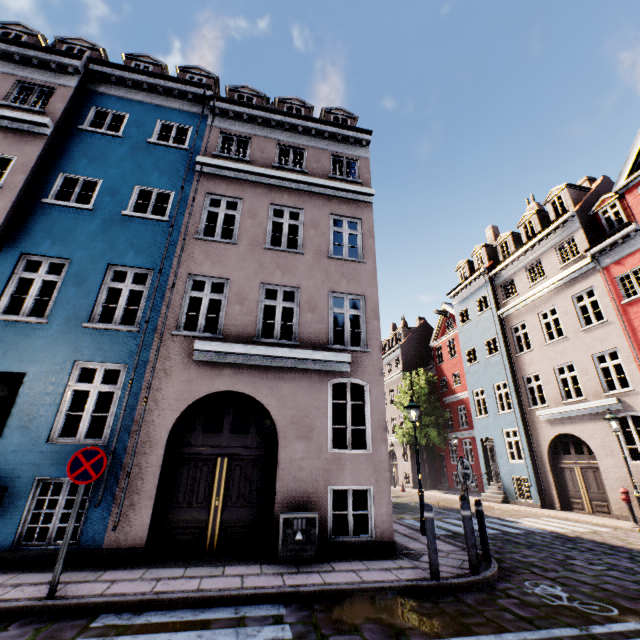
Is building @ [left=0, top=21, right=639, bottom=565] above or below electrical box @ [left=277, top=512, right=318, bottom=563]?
above

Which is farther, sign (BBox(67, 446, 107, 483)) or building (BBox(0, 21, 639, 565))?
building (BBox(0, 21, 639, 565))

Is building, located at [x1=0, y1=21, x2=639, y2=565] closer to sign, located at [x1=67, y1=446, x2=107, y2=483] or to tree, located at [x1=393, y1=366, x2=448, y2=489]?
sign, located at [x1=67, y1=446, x2=107, y2=483]

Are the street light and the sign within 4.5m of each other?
no

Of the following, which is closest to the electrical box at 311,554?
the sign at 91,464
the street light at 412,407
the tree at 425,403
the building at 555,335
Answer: the building at 555,335

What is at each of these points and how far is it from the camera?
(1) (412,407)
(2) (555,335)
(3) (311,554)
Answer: (1) street light, 10.3m
(2) building, 16.3m
(3) electrical box, 6.4m

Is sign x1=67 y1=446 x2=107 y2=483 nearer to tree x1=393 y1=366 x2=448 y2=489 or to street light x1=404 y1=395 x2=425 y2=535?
tree x1=393 y1=366 x2=448 y2=489

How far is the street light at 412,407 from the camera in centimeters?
914cm
